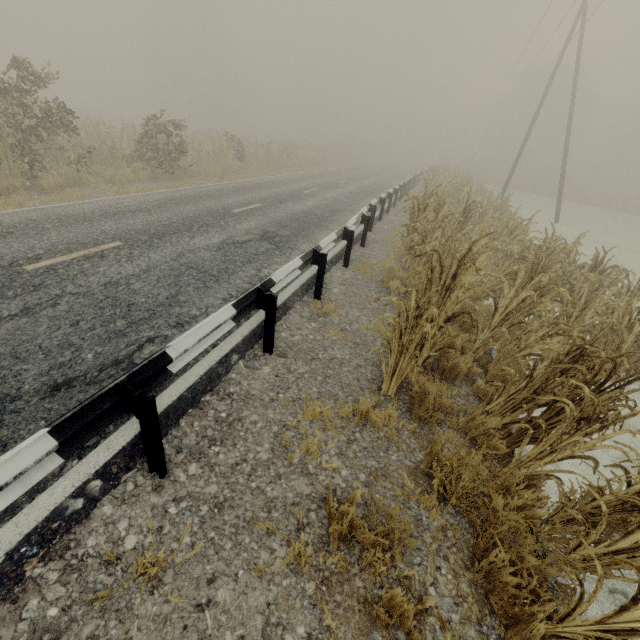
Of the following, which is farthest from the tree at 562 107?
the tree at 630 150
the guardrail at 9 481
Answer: the tree at 630 150

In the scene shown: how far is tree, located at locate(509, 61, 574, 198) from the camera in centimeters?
4150cm

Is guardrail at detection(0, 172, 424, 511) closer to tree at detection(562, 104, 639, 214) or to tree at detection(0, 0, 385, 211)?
tree at detection(0, 0, 385, 211)

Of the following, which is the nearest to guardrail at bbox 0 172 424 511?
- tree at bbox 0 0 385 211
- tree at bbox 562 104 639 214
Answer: tree at bbox 0 0 385 211

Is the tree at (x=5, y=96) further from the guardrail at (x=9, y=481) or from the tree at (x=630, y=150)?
the tree at (x=630, y=150)

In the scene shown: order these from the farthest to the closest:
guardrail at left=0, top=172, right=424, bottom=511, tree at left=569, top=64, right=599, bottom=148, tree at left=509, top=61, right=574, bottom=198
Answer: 1. tree at left=569, top=64, right=599, bottom=148
2. tree at left=509, top=61, right=574, bottom=198
3. guardrail at left=0, top=172, right=424, bottom=511

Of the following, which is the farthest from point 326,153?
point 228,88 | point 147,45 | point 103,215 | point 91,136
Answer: point 228,88
